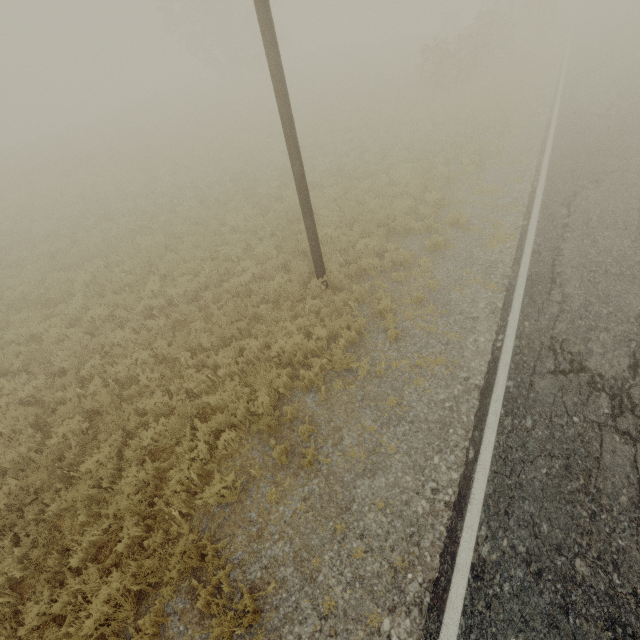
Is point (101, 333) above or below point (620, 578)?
below

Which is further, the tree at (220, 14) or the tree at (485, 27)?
the tree at (220, 14)

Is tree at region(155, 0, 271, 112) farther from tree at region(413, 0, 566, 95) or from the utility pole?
the utility pole

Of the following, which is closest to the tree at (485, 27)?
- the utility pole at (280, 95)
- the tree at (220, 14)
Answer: the tree at (220, 14)

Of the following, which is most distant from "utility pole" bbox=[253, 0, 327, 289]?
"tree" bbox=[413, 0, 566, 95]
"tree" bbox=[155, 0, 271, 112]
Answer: "tree" bbox=[155, 0, 271, 112]
